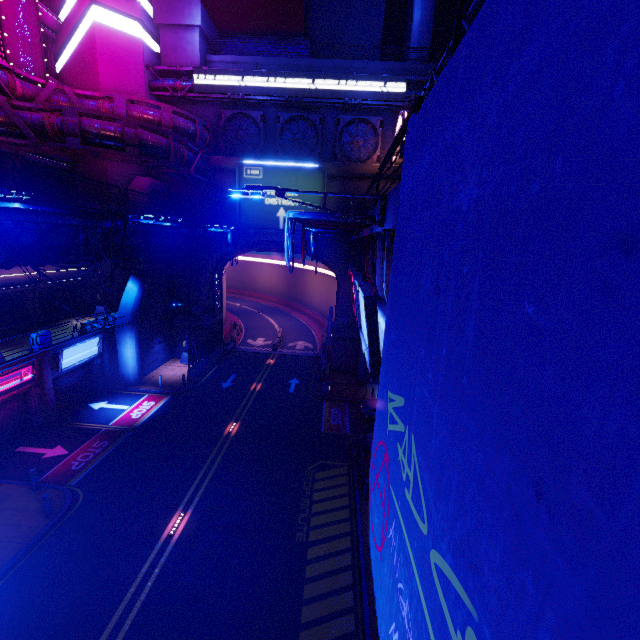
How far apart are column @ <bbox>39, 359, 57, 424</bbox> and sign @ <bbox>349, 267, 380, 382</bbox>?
20.4 meters

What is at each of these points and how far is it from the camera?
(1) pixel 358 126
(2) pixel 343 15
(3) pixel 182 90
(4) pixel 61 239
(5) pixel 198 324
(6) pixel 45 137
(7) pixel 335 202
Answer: (1) vent, 28.77m
(2) building, 33.28m
(3) pipe, 27.77m
(4) walkway, 13.55m
(5) wall arch, 30.61m
(6) pipe, 18.69m
(7) wall arch, 28.11m

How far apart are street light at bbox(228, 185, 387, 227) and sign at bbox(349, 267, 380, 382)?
1.2 meters

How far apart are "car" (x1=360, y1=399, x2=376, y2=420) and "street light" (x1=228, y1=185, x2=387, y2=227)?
17.56m

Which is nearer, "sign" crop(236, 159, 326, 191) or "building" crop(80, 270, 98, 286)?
"sign" crop(236, 159, 326, 191)

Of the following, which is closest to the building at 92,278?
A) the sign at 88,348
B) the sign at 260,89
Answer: the sign at 260,89

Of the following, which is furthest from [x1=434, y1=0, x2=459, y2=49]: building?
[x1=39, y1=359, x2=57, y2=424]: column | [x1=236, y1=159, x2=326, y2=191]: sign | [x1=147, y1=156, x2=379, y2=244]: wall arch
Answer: [x1=39, y1=359, x2=57, y2=424]: column

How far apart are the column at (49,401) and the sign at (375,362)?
20.44m
